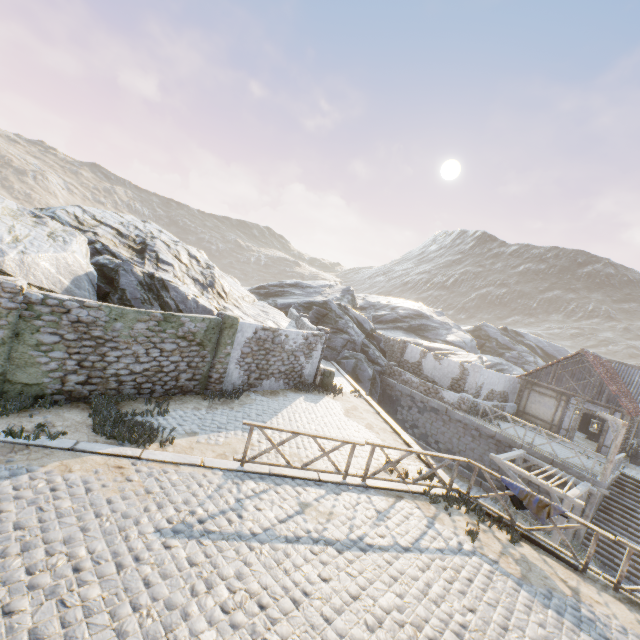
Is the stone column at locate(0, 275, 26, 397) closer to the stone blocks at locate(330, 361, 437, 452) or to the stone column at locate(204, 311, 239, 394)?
the stone blocks at locate(330, 361, 437, 452)

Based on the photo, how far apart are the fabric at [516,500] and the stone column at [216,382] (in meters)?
9.87

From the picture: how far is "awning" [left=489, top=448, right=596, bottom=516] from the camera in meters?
13.1

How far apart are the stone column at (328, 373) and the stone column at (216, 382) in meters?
5.1 m

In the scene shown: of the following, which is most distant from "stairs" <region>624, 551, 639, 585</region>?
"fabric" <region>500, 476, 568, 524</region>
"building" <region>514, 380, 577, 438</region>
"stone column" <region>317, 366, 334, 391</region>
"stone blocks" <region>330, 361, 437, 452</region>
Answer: "stone column" <region>317, 366, 334, 391</region>

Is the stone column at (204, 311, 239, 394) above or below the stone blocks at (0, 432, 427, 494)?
above

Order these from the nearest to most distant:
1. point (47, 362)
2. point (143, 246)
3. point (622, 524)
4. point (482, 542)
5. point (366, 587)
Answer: point (366, 587), point (482, 542), point (47, 362), point (622, 524), point (143, 246)

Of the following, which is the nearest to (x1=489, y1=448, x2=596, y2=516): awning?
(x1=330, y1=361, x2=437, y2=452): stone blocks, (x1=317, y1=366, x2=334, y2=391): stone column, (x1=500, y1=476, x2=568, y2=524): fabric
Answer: (x1=330, y1=361, x2=437, y2=452): stone blocks
